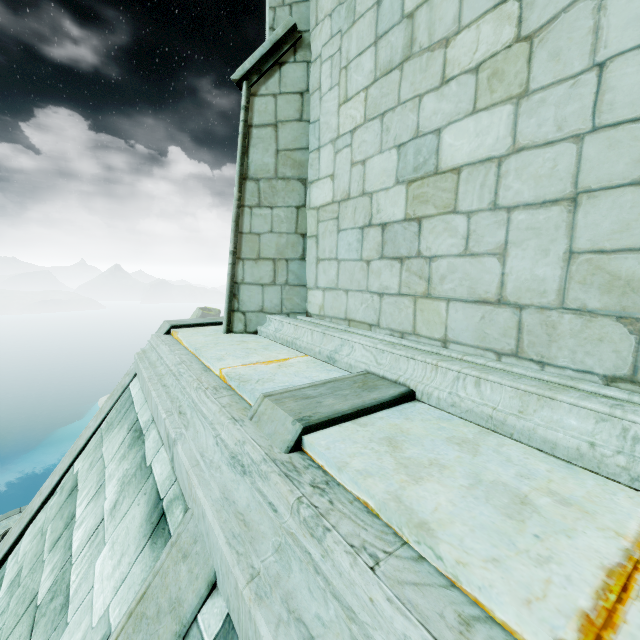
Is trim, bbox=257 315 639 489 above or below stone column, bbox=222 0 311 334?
below

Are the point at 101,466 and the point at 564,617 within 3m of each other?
no

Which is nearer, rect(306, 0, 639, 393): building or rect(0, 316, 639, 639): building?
rect(0, 316, 639, 639): building

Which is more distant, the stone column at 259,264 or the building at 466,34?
the stone column at 259,264

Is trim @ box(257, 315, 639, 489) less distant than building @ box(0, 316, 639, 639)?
No

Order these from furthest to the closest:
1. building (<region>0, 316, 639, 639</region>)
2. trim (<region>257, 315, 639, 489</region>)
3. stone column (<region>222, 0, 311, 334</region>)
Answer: stone column (<region>222, 0, 311, 334</region>)
trim (<region>257, 315, 639, 489</region>)
building (<region>0, 316, 639, 639</region>)

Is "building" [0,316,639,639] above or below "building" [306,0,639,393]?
below

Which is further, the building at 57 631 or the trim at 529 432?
the trim at 529 432
